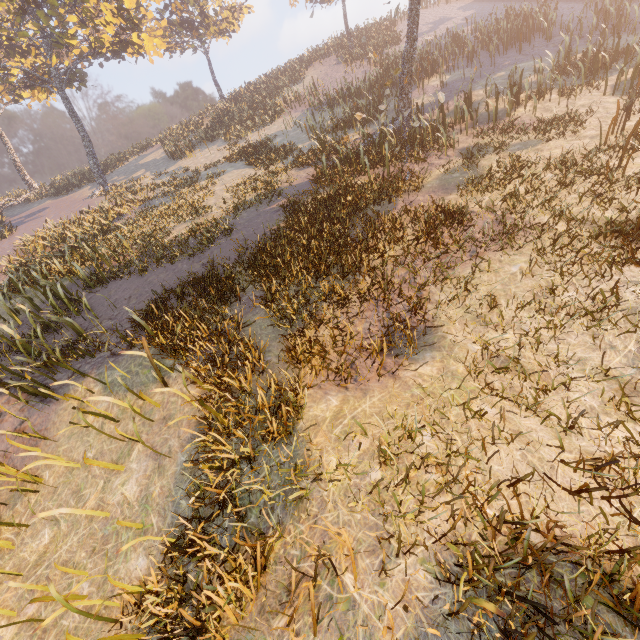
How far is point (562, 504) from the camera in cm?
323
